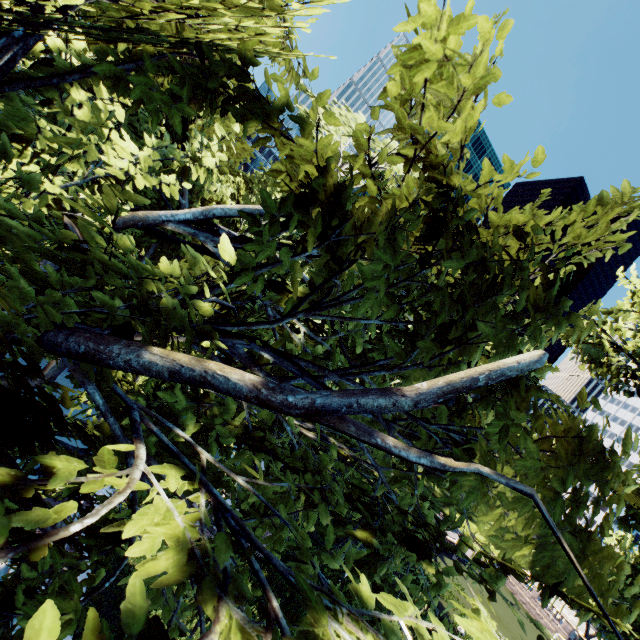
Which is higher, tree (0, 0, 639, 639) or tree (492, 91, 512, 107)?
tree (492, 91, 512, 107)

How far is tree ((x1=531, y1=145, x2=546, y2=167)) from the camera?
2.97m

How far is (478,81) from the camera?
2.6 meters

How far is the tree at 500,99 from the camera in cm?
268

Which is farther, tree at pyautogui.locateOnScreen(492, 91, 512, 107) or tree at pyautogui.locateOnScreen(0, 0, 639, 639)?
tree at pyautogui.locateOnScreen(492, 91, 512, 107)

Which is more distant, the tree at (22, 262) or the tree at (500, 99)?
the tree at (500, 99)
